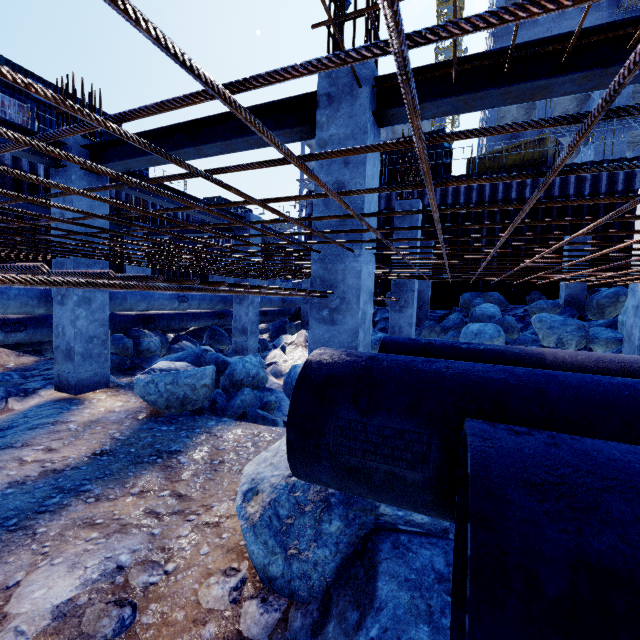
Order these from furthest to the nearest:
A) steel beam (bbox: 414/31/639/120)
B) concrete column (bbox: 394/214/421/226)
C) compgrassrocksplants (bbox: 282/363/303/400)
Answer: concrete column (bbox: 394/214/421/226) → compgrassrocksplants (bbox: 282/363/303/400) → steel beam (bbox: 414/31/639/120)

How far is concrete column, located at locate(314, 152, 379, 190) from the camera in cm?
343

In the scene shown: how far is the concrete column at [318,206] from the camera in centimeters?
354cm

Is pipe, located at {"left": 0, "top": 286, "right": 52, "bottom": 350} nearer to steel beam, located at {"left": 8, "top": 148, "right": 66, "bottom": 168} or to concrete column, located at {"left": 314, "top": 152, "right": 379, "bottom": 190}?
steel beam, located at {"left": 8, "top": 148, "right": 66, "bottom": 168}

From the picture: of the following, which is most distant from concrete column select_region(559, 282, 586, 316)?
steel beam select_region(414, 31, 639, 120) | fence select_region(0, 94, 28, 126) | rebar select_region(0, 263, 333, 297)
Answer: fence select_region(0, 94, 28, 126)

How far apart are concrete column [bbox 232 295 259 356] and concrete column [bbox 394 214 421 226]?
4.3 meters

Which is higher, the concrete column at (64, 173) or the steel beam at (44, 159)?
the steel beam at (44, 159)

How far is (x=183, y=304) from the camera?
10.21m
